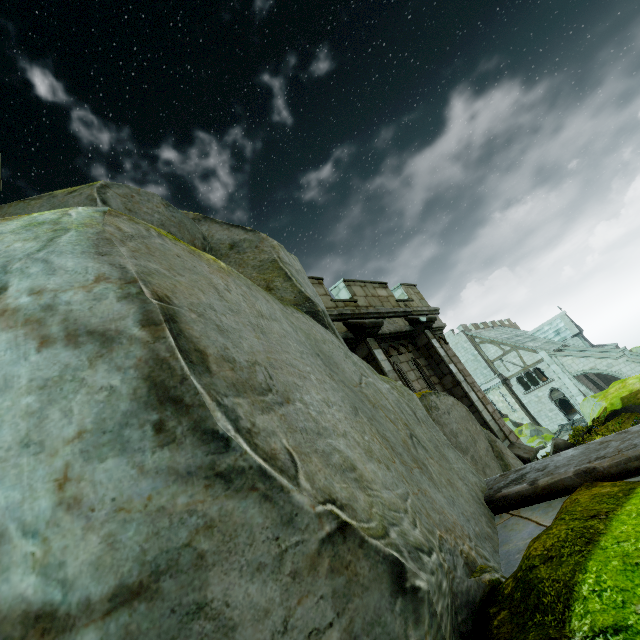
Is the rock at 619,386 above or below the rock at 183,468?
below

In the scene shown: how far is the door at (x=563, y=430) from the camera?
28.0m

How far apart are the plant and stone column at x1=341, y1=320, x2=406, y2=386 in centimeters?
1372cm

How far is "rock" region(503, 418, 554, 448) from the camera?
28.7m

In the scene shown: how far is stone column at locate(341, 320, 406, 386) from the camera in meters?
7.7 m

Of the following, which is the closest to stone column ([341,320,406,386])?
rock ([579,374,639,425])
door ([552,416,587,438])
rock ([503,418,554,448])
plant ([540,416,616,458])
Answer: rock ([579,374,639,425])

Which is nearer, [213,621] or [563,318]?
[213,621]

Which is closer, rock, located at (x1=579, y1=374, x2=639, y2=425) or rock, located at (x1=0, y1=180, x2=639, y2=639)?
rock, located at (x1=0, y1=180, x2=639, y2=639)
